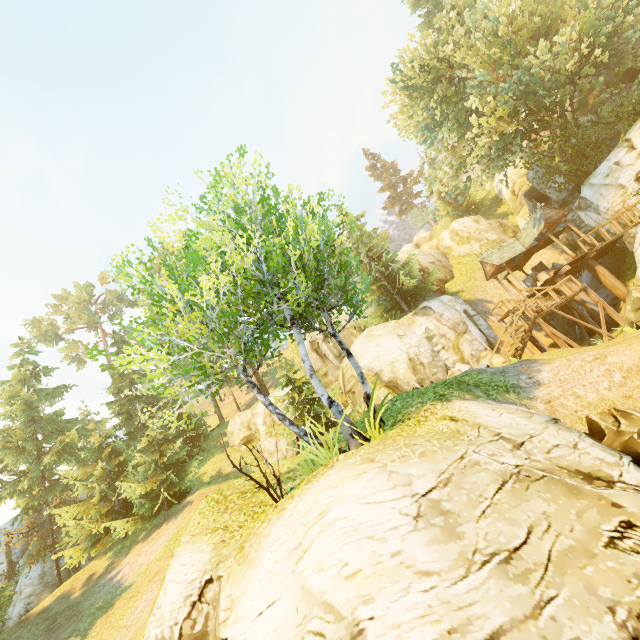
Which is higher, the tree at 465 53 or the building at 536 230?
the tree at 465 53

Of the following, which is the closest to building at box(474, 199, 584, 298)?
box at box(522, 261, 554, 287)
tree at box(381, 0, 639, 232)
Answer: box at box(522, 261, 554, 287)

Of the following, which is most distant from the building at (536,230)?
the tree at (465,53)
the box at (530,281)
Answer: the tree at (465,53)

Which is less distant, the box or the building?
the building

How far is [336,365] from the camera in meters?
29.2

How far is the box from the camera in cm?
2328

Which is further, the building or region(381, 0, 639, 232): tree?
the building

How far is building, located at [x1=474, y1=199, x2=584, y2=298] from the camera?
21.2 meters
